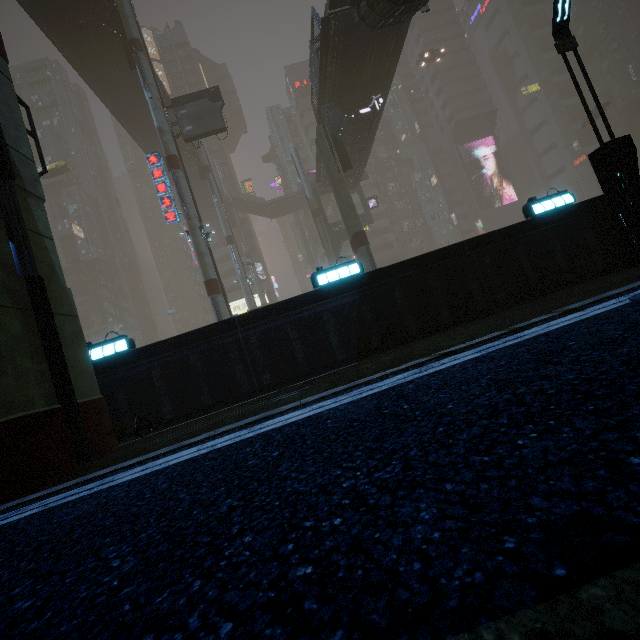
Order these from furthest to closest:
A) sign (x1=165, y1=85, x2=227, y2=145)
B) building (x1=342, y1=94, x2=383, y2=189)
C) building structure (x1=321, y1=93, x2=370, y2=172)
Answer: building (x1=342, y1=94, x2=383, y2=189) → sign (x1=165, y1=85, x2=227, y2=145) → building structure (x1=321, y1=93, x2=370, y2=172)

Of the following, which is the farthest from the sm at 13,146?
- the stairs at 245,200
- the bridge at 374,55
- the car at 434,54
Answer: the stairs at 245,200

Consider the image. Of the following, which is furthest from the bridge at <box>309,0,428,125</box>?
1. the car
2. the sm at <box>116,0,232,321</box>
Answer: the car

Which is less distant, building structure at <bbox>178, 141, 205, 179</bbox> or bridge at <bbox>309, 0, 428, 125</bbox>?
bridge at <bbox>309, 0, 428, 125</bbox>

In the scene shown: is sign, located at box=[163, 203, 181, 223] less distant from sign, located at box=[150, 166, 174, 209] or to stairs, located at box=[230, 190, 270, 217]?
sign, located at box=[150, 166, 174, 209]

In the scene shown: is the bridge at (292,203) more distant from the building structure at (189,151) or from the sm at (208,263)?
the sm at (208,263)

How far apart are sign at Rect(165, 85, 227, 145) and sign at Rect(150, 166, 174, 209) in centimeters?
370cm

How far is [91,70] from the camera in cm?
2731
